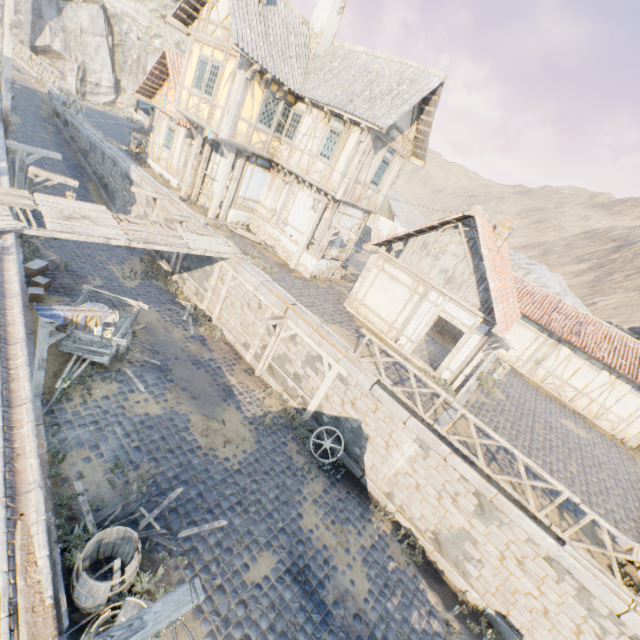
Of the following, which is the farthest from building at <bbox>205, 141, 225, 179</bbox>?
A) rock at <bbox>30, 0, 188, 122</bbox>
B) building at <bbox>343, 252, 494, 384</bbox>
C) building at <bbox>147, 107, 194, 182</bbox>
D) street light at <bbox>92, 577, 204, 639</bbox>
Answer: street light at <bbox>92, 577, 204, 639</bbox>

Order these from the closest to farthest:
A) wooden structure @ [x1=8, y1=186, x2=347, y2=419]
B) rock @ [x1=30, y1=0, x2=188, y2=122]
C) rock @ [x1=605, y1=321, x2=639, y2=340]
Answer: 1. wooden structure @ [x1=8, y1=186, x2=347, y2=419]
2. rock @ [x1=605, y1=321, x2=639, y2=340]
3. rock @ [x1=30, y1=0, x2=188, y2=122]

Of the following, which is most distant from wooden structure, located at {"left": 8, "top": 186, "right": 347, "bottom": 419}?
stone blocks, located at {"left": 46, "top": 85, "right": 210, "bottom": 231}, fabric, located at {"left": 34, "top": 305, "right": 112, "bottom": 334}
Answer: fabric, located at {"left": 34, "top": 305, "right": 112, "bottom": 334}

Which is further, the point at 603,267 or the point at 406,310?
the point at 603,267

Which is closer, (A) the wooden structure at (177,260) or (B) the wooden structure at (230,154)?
(A) the wooden structure at (177,260)

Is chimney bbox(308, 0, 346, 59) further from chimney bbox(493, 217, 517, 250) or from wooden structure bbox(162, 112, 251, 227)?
chimney bbox(493, 217, 517, 250)

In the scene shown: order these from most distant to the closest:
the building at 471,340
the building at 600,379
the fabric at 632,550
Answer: the building at 600,379
the building at 471,340
the fabric at 632,550

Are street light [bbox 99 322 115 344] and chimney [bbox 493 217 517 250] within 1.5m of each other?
no
